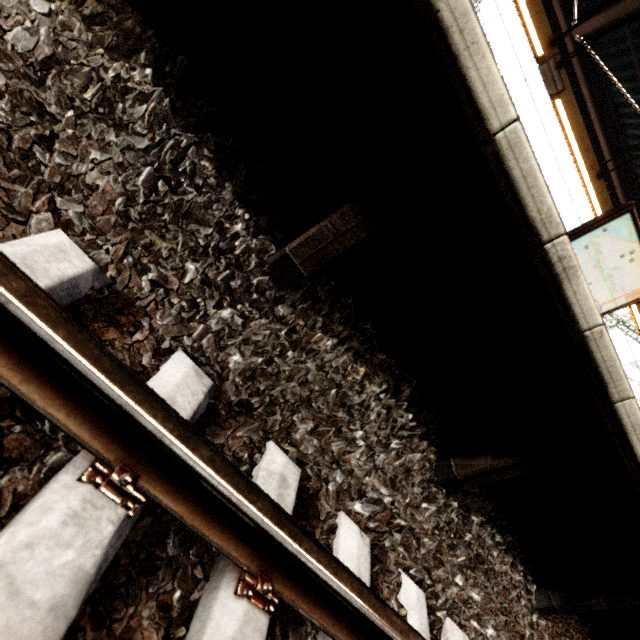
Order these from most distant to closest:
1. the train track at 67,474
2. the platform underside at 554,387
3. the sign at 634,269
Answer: the sign at 634,269 → the platform underside at 554,387 → the train track at 67,474

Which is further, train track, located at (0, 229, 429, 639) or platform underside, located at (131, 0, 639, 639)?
platform underside, located at (131, 0, 639, 639)

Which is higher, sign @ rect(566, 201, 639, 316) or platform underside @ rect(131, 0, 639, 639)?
sign @ rect(566, 201, 639, 316)

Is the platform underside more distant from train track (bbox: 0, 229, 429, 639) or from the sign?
the sign

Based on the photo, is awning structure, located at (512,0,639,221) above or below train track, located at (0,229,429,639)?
above

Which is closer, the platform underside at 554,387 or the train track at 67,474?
the train track at 67,474

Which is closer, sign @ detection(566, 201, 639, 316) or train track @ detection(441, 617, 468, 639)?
train track @ detection(441, 617, 468, 639)

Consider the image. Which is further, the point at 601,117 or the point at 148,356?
the point at 601,117
